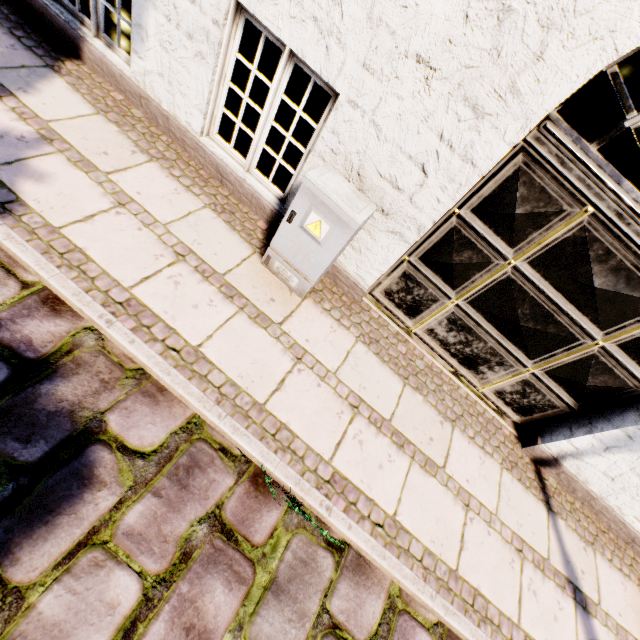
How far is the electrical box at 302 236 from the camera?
2.3m

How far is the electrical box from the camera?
2.33m

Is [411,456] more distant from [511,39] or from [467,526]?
[511,39]
